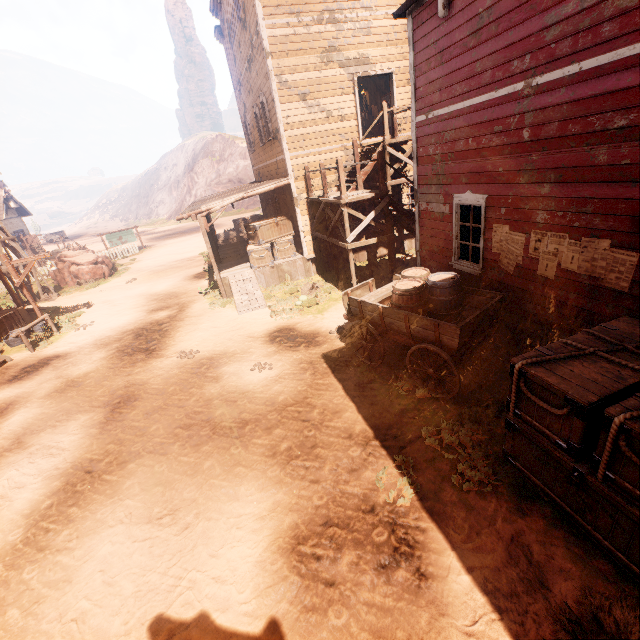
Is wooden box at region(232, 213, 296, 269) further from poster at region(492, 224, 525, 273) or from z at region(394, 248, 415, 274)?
poster at region(492, 224, 525, 273)

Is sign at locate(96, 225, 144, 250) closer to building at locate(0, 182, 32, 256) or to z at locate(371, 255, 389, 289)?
z at locate(371, 255, 389, 289)

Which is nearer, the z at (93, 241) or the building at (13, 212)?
the building at (13, 212)

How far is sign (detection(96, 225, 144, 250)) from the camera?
28.85m

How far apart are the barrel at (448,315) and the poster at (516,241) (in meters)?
0.89

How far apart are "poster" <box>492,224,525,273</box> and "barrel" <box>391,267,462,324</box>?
0.9m

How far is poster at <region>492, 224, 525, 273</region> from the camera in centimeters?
599cm

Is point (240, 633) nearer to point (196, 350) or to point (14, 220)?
point (196, 350)
